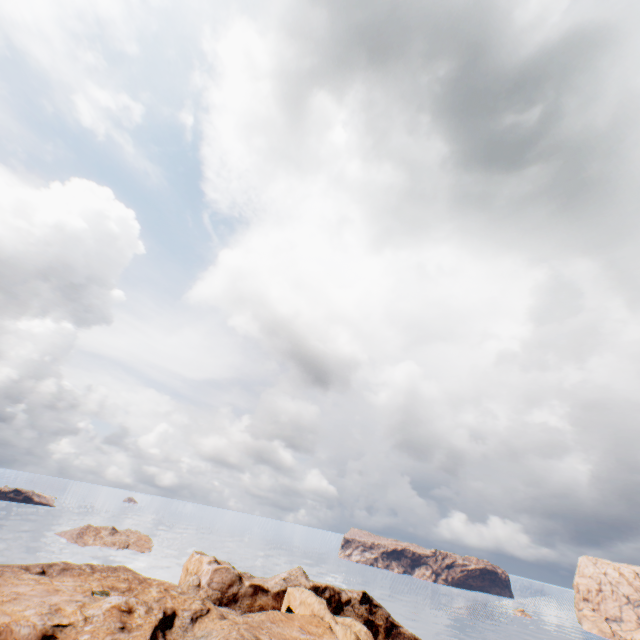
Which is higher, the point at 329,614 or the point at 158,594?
the point at 158,594
